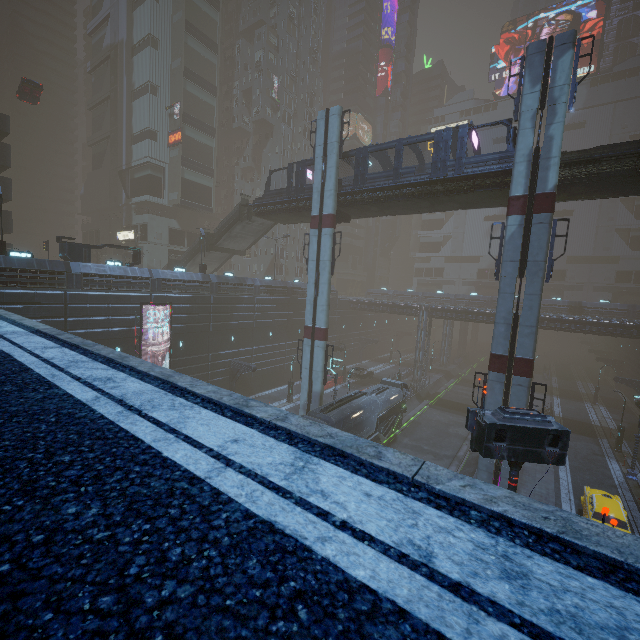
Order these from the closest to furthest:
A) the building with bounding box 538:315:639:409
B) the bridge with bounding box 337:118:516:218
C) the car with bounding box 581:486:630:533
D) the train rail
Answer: the car with bounding box 581:486:630:533
the bridge with bounding box 337:118:516:218
the train rail
the building with bounding box 538:315:639:409

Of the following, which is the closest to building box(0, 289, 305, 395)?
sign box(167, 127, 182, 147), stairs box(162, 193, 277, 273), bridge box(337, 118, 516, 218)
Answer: sign box(167, 127, 182, 147)

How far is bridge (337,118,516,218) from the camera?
19.72m

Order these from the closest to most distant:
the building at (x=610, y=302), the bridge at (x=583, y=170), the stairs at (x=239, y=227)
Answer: the bridge at (x=583, y=170), the stairs at (x=239, y=227), the building at (x=610, y=302)

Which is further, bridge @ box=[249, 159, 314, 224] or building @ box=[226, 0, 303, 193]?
building @ box=[226, 0, 303, 193]

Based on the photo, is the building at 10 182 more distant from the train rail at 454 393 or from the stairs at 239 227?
the stairs at 239 227

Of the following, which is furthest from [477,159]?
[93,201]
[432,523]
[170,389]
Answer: [93,201]

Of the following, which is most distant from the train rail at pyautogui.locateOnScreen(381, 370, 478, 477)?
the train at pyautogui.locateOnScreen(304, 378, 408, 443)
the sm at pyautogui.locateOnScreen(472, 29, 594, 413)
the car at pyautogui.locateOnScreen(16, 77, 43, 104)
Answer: the car at pyautogui.locateOnScreen(16, 77, 43, 104)
